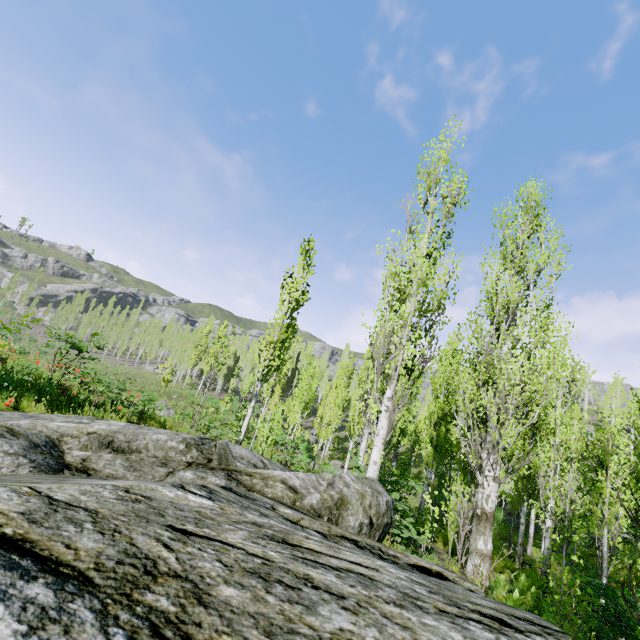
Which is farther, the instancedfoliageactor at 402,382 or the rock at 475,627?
the instancedfoliageactor at 402,382

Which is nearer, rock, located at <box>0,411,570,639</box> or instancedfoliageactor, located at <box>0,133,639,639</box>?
rock, located at <box>0,411,570,639</box>

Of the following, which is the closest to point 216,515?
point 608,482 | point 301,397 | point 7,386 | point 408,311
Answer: point 408,311
